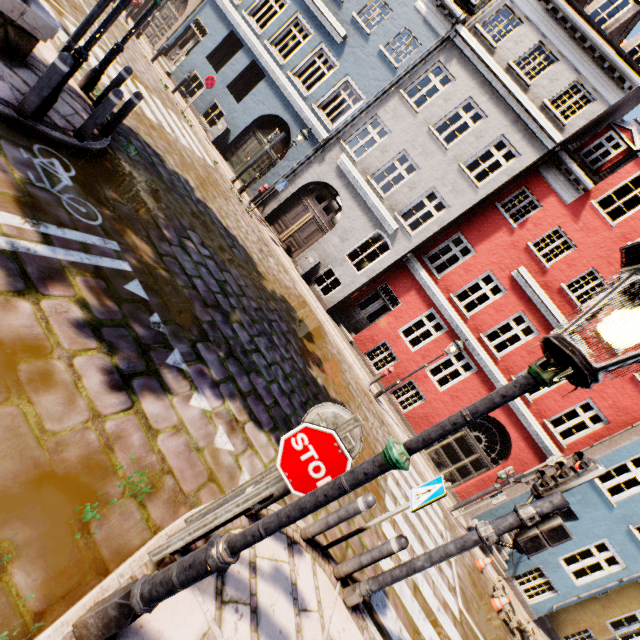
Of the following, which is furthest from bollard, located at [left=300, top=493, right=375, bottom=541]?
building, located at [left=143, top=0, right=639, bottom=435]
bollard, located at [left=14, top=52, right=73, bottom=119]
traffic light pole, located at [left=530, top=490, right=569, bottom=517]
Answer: building, located at [left=143, top=0, right=639, bottom=435]

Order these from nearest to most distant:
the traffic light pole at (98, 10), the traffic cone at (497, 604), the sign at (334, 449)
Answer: the sign at (334, 449) → the traffic light pole at (98, 10) → the traffic cone at (497, 604)

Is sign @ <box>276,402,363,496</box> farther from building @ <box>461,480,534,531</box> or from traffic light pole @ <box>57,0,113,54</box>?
building @ <box>461,480,534,531</box>

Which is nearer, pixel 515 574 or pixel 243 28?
pixel 515 574

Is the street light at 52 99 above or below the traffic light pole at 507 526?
below

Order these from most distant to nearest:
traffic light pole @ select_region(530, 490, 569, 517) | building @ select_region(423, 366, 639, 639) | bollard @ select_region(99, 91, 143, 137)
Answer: building @ select_region(423, 366, 639, 639), bollard @ select_region(99, 91, 143, 137), traffic light pole @ select_region(530, 490, 569, 517)

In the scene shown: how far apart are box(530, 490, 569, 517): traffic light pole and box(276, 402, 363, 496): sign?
2.9 meters

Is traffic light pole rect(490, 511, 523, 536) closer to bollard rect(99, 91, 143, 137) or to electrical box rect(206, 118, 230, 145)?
bollard rect(99, 91, 143, 137)
